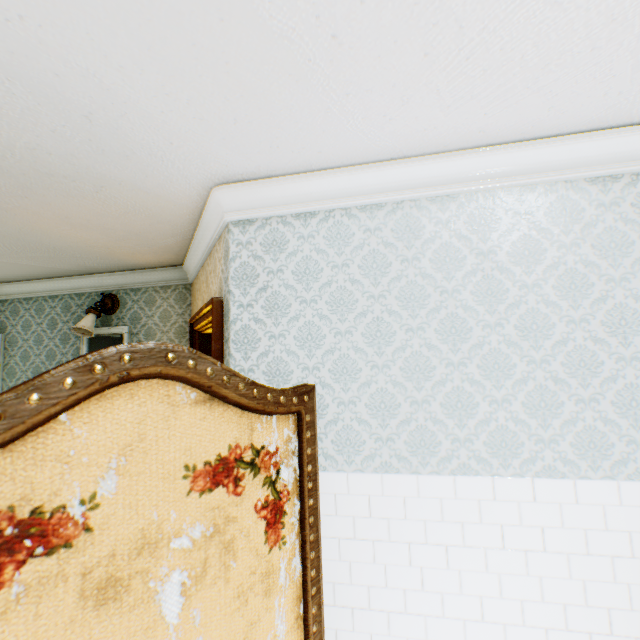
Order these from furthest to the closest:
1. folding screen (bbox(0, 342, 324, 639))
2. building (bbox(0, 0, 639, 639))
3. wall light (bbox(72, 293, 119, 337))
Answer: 1. wall light (bbox(72, 293, 119, 337))
2. building (bbox(0, 0, 639, 639))
3. folding screen (bbox(0, 342, 324, 639))

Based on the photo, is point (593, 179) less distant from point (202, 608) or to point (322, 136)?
point (322, 136)

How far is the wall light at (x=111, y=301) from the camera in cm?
411

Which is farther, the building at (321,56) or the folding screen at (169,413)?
the building at (321,56)

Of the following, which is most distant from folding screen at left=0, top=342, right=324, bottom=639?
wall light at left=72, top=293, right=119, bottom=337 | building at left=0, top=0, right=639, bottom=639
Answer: wall light at left=72, top=293, right=119, bottom=337

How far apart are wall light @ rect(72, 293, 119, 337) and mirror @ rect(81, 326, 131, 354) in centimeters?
18cm

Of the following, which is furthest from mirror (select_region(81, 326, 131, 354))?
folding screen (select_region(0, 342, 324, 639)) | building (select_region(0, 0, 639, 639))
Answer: folding screen (select_region(0, 342, 324, 639))
